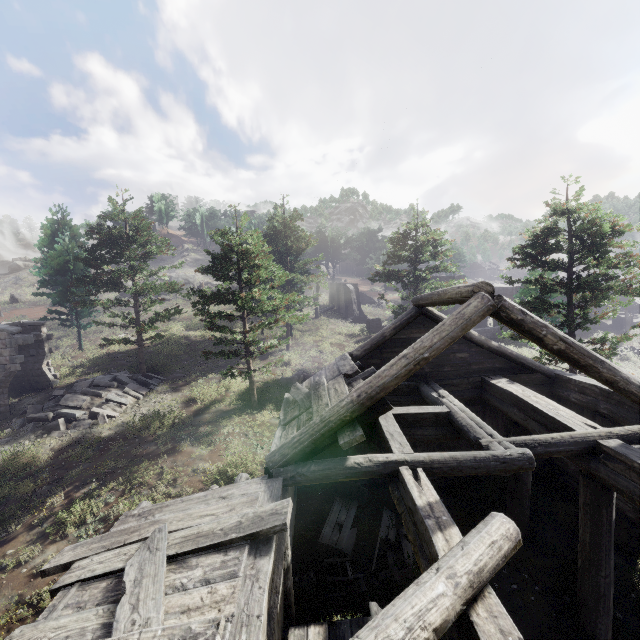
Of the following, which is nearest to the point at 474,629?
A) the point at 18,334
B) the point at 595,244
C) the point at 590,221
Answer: the point at 595,244

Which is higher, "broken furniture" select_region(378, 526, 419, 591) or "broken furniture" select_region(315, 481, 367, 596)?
"broken furniture" select_region(315, 481, 367, 596)

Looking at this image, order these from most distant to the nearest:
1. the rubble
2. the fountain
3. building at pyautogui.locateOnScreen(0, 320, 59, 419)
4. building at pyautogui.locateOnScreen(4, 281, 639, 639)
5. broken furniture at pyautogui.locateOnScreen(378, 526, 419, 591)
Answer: the fountain → building at pyautogui.locateOnScreen(0, 320, 59, 419) → the rubble → broken furniture at pyautogui.locateOnScreen(378, 526, 419, 591) → building at pyautogui.locateOnScreen(4, 281, 639, 639)

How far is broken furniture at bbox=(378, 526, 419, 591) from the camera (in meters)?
7.73

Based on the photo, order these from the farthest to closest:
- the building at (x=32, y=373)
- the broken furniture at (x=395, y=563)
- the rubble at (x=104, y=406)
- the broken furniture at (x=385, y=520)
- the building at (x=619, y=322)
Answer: the building at (x=619, y=322) → the building at (x=32, y=373) → the rubble at (x=104, y=406) → the broken furniture at (x=385, y=520) → the broken furniture at (x=395, y=563)

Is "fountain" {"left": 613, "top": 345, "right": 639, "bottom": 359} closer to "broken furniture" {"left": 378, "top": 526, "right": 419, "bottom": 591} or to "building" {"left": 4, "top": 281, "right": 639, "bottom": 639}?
"building" {"left": 4, "top": 281, "right": 639, "bottom": 639}

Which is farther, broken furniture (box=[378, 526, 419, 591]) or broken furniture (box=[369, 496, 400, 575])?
broken furniture (box=[369, 496, 400, 575])

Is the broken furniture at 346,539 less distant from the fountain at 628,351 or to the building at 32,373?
the building at 32,373
